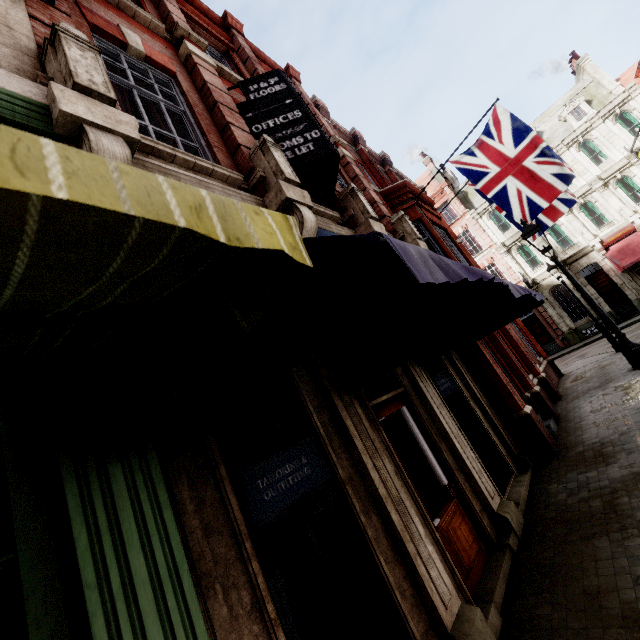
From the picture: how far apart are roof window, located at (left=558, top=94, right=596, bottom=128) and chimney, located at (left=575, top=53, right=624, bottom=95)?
1.34m

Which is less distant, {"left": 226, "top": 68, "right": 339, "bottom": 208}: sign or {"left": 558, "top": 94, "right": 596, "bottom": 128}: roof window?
{"left": 226, "top": 68, "right": 339, "bottom": 208}: sign

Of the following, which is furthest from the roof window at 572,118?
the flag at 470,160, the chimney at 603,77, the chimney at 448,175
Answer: the flag at 470,160

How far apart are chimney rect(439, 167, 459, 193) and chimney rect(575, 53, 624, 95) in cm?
1174

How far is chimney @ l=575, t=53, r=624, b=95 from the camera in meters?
24.5

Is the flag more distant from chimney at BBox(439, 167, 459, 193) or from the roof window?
chimney at BBox(439, 167, 459, 193)

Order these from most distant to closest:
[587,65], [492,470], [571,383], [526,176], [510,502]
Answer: [587,65] < [571,383] < [526,176] < [492,470] < [510,502]

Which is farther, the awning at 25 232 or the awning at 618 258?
the awning at 618 258
